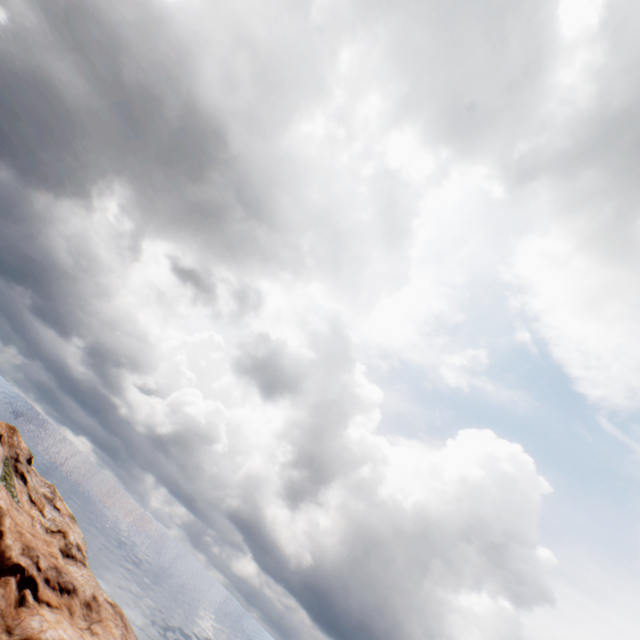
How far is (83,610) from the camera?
34.5m
